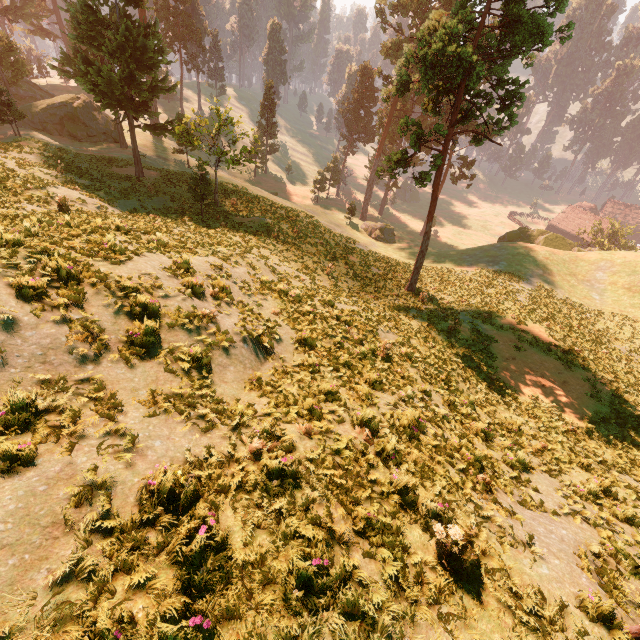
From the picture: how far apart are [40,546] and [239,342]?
5.46m

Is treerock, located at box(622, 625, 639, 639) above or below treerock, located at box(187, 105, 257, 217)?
below

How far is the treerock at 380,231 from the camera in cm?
4825

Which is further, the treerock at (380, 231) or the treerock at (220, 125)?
the treerock at (380, 231)

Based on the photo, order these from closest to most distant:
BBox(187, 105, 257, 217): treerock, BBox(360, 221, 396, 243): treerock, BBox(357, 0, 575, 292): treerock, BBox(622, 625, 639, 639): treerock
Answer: BBox(622, 625, 639, 639): treerock
BBox(357, 0, 575, 292): treerock
BBox(187, 105, 257, 217): treerock
BBox(360, 221, 396, 243): treerock

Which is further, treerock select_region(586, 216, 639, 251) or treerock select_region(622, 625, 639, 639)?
treerock select_region(586, 216, 639, 251)

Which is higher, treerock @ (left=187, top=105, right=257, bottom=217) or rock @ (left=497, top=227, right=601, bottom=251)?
treerock @ (left=187, top=105, right=257, bottom=217)
